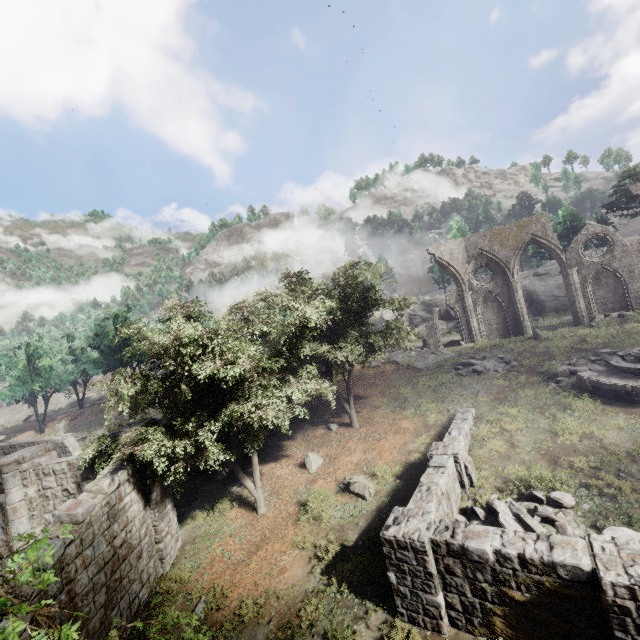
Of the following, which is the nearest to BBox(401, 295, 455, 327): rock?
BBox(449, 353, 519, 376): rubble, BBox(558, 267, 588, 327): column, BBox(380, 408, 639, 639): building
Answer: BBox(558, 267, 588, 327): column

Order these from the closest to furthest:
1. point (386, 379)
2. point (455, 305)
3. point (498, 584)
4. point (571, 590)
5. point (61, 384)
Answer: point (571, 590) → point (498, 584) → point (386, 379) → point (455, 305) → point (61, 384)

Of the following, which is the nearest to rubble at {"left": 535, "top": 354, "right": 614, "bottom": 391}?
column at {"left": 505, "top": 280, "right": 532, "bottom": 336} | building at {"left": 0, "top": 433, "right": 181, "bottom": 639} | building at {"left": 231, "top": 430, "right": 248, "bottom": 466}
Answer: column at {"left": 505, "top": 280, "right": 532, "bottom": 336}

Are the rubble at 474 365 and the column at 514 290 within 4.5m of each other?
no

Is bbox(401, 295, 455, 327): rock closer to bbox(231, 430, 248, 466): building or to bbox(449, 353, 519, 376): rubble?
bbox(449, 353, 519, 376): rubble

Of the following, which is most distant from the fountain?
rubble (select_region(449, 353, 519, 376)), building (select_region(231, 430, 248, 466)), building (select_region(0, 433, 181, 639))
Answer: building (select_region(0, 433, 181, 639))

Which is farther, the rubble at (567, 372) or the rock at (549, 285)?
the rock at (549, 285)

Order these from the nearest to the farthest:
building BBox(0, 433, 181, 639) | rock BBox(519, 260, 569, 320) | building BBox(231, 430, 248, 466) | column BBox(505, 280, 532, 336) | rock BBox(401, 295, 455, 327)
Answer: building BBox(0, 433, 181, 639) < building BBox(231, 430, 248, 466) < column BBox(505, 280, 532, 336) < rock BBox(519, 260, 569, 320) < rock BBox(401, 295, 455, 327)
